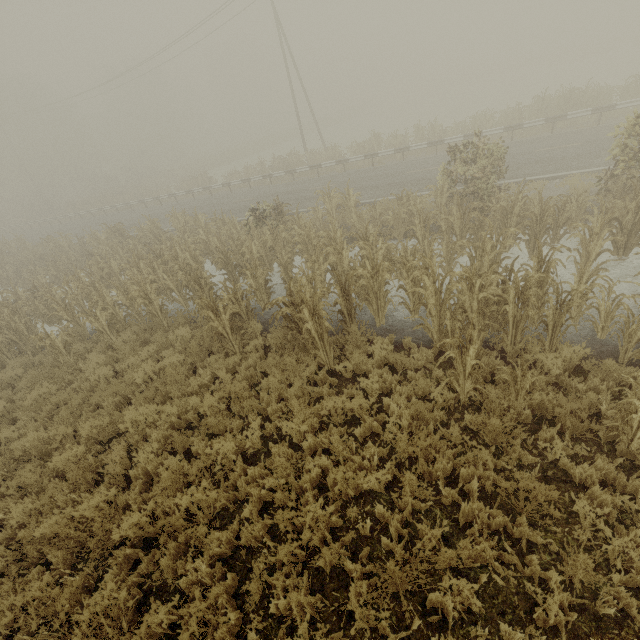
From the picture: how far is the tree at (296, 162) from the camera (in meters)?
23.42

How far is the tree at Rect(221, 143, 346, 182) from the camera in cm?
2342

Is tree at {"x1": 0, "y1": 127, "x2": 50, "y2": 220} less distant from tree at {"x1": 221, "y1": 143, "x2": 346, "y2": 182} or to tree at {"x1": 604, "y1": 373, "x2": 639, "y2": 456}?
tree at {"x1": 221, "y1": 143, "x2": 346, "y2": 182}

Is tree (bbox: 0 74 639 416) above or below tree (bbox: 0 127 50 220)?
below

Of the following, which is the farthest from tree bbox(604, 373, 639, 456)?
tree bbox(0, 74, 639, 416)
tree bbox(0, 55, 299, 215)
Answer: tree bbox(0, 55, 299, 215)

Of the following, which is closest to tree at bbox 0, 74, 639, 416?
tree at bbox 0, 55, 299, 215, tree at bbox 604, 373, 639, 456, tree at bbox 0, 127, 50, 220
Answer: tree at bbox 0, 55, 299, 215

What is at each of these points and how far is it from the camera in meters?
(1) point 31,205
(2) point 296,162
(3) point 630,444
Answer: (1) tree, 44.6 m
(2) tree, 24.8 m
(3) tree, 4.2 m

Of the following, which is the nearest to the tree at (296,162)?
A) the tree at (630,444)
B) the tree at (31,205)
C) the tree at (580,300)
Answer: the tree at (580,300)
